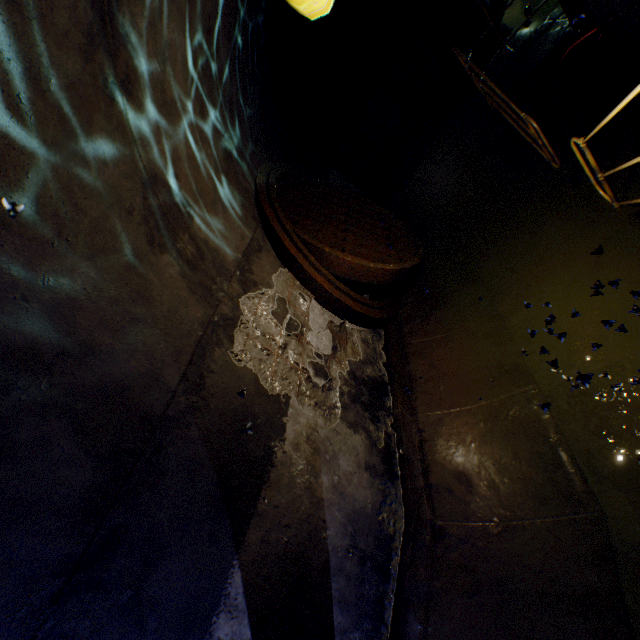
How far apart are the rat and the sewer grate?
3.1 meters

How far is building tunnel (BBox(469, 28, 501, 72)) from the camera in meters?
8.8

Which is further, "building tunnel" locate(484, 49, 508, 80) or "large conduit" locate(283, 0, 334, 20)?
"building tunnel" locate(484, 49, 508, 80)

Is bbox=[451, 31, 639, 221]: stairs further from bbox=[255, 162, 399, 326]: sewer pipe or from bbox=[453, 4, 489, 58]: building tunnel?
bbox=[255, 162, 399, 326]: sewer pipe

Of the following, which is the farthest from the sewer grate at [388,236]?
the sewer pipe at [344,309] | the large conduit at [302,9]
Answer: the large conduit at [302,9]

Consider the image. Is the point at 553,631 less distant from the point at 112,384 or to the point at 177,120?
the point at 112,384

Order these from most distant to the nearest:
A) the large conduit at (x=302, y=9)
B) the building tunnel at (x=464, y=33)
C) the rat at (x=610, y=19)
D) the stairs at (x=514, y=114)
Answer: the building tunnel at (x=464, y=33) < the rat at (x=610, y=19) < the stairs at (x=514, y=114) < the large conduit at (x=302, y=9)

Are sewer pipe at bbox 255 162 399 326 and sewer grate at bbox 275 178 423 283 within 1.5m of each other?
yes
